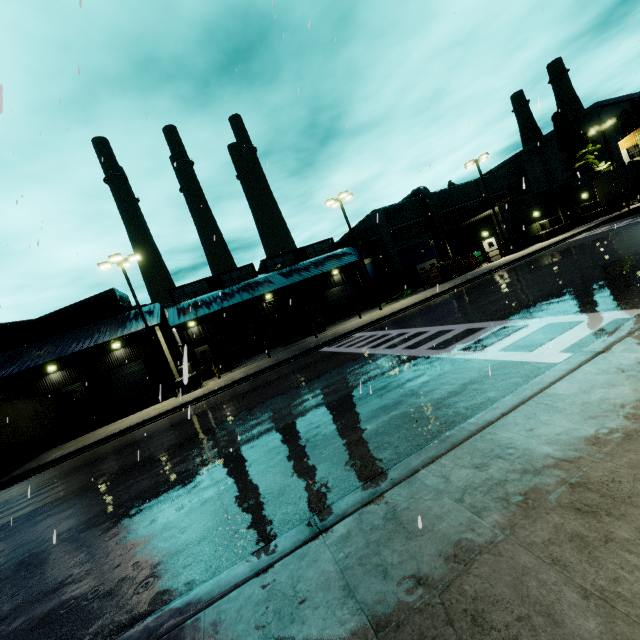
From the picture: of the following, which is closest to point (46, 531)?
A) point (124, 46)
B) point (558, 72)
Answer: point (124, 46)

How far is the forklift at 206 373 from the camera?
26.3m

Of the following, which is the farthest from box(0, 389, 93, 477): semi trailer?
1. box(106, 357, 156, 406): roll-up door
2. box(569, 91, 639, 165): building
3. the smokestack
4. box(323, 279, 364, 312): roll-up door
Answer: the smokestack

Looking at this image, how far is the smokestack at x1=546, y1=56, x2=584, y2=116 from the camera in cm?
5725

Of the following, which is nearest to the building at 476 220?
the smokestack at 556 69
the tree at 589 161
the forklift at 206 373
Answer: the tree at 589 161

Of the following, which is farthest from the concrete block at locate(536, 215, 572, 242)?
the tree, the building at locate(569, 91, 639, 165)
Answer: the tree

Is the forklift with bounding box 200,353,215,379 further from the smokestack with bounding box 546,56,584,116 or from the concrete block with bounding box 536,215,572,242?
the smokestack with bounding box 546,56,584,116
